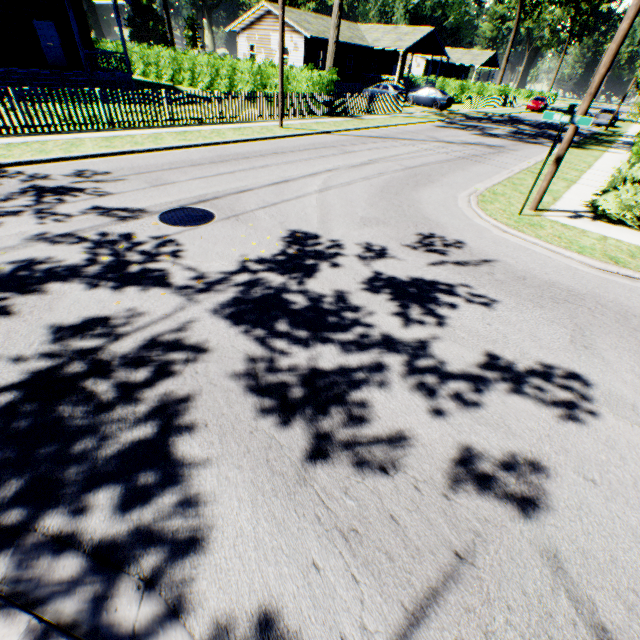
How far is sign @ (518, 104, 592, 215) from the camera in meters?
7.0

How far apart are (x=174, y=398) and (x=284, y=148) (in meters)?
12.15

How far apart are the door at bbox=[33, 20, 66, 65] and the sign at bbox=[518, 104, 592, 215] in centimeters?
2914cm

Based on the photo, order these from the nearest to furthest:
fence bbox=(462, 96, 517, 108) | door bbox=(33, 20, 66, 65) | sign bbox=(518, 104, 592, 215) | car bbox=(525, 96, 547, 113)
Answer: sign bbox=(518, 104, 592, 215)
door bbox=(33, 20, 66, 65)
fence bbox=(462, 96, 517, 108)
car bbox=(525, 96, 547, 113)

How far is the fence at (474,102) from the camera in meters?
34.8 m

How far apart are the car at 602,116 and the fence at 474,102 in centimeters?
1091cm

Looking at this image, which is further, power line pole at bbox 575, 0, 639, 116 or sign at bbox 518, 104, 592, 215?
sign at bbox 518, 104, 592, 215

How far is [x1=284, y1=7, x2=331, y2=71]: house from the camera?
30.6 meters
